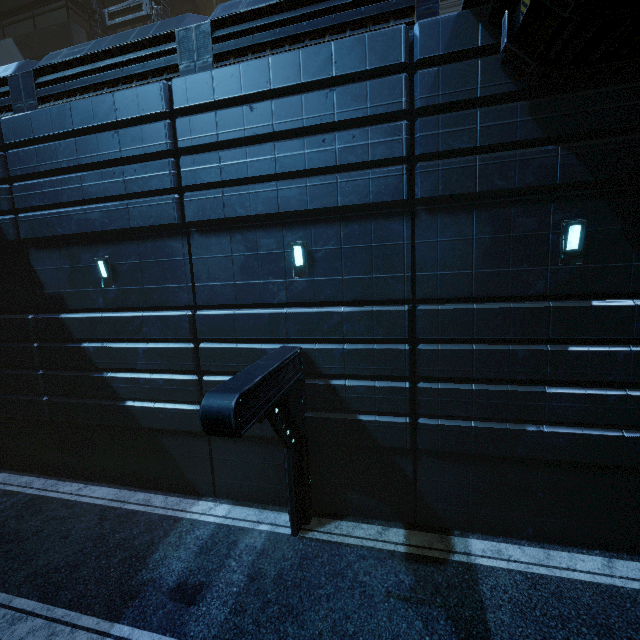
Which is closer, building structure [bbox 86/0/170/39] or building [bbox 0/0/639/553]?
building [bbox 0/0/639/553]

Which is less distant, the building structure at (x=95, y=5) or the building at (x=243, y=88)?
the building at (x=243, y=88)

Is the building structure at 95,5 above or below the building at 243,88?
above

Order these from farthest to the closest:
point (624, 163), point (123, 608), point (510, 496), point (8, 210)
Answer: point (8, 210), point (510, 496), point (123, 608), point (624, 163)

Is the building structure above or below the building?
above
